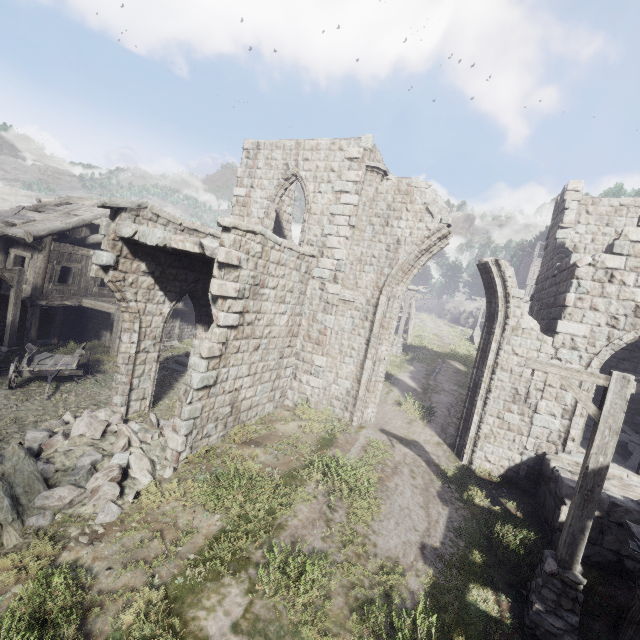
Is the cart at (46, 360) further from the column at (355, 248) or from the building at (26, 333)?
the column at (355, 248)

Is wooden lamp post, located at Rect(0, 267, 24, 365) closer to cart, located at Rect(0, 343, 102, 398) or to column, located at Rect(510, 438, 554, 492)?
cart, located at Rect(0, 343, 102, 398)

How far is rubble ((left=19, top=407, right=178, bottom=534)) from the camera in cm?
656

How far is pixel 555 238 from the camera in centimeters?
1286cm

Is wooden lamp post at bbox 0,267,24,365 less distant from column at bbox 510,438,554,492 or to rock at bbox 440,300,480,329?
column at bbox 510,438,554,492

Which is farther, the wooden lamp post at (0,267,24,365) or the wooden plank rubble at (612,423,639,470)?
the wooden lamp post at (0,267,24,365)

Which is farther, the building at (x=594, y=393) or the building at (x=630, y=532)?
the building at (x=594, y=393)

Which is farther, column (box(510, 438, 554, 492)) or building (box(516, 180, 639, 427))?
column (box(510, 438, 554, 492))
